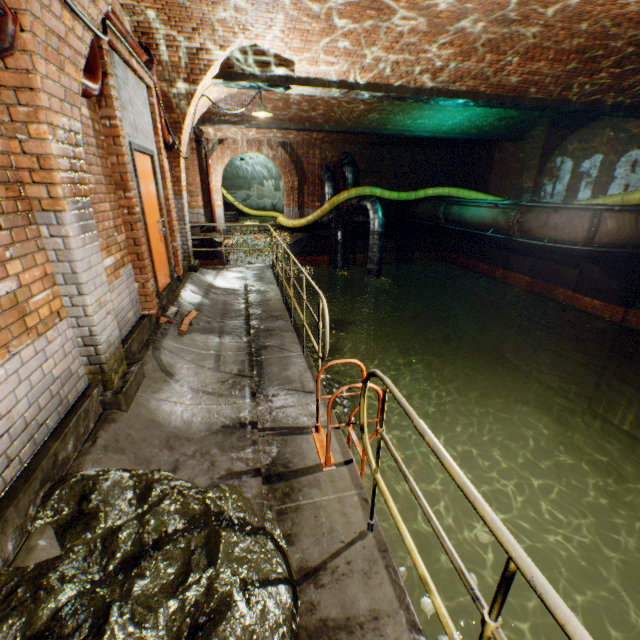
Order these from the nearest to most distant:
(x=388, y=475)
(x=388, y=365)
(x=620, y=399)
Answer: (x=388, y=475)
(x=620, y=399)
(x=388, y=365)

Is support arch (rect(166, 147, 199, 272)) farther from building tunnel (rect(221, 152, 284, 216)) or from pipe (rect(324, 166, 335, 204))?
building tunnel (rect(221, 152, 284, 216))

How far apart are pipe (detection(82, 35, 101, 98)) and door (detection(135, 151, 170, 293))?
1.06m

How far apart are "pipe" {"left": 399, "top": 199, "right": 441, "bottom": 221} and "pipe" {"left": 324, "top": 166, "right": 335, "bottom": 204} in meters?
3.9 m

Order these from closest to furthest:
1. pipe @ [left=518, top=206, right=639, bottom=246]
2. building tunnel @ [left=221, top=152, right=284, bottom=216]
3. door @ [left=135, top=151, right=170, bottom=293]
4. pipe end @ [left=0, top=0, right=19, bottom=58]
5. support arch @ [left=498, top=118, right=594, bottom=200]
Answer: pipe end @ [left=0, top=0, right=19, bottom=58] < door @ [left=135, top=151, right=170, bottom=293] < pipe @ [left=518, top=206, right=639, bottom=246] < support arch @ [left=498, top=118, right=594, bottom=200] < building tunnel @ [left=221, top=152, right=284, bottom=216]

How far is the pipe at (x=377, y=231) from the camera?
12.97m

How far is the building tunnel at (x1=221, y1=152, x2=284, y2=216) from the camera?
22.45m

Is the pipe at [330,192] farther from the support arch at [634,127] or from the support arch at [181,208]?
the support arch at [634,127]
